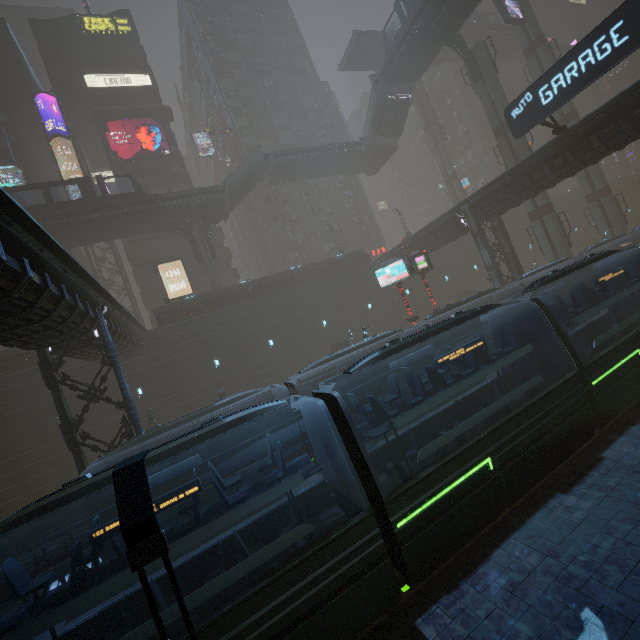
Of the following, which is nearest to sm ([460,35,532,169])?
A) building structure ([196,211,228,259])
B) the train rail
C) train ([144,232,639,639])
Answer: building structure ([196,211,228,259])

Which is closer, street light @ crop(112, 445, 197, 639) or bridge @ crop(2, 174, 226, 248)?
street light @ crop(112, 445, 197, 639)

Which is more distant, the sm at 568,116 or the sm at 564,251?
the sm at 568,116

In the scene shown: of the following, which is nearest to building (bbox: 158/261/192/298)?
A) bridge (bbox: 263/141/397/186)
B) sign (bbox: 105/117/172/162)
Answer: sign (bbox: 105/117/172/162)

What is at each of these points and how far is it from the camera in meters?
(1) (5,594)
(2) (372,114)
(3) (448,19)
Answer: (1) building, 14.8
(2) stairs, 38.3
(3) building, 28.1

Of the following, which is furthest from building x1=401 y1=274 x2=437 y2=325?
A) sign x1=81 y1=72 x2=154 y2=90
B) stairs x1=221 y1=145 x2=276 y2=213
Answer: stairs x1=221 y1=145 x2=276 y2=213

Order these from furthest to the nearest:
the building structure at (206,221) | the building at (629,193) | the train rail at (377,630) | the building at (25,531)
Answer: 1. the building at (629,193)
2. the building structure at (206,221)
3. the building at (25,531)
4. the train rail at (377,630)

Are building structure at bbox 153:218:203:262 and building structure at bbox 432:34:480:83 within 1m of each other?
no
